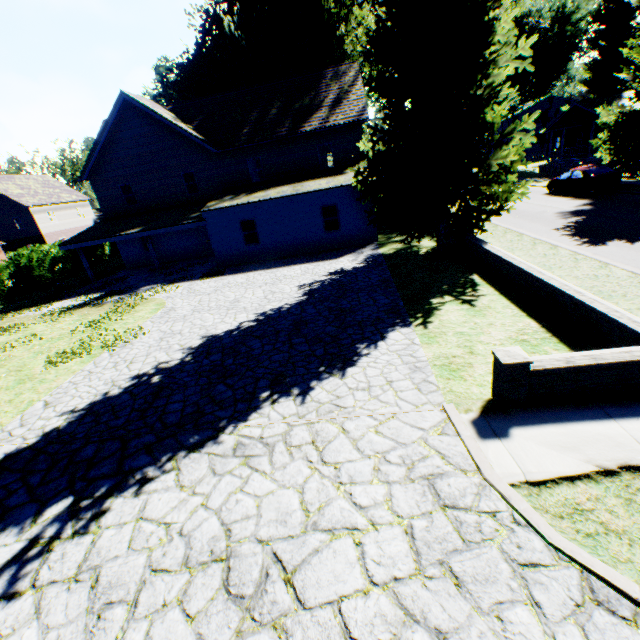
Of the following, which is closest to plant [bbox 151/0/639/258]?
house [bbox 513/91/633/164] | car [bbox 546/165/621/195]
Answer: house [bbox 513/91/633/164]

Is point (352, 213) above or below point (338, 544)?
above

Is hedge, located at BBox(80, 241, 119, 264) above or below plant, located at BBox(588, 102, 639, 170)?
below

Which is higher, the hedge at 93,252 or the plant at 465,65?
the plant at 465,65

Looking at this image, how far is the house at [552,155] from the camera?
33.6m

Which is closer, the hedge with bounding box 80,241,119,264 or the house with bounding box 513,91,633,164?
the hedge with bounding box 80,241,119,264

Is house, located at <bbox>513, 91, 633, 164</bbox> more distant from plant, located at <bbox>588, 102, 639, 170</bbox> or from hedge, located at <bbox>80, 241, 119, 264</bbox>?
hedge, located at <bbox>80, 241, 119, 264</bbox>
